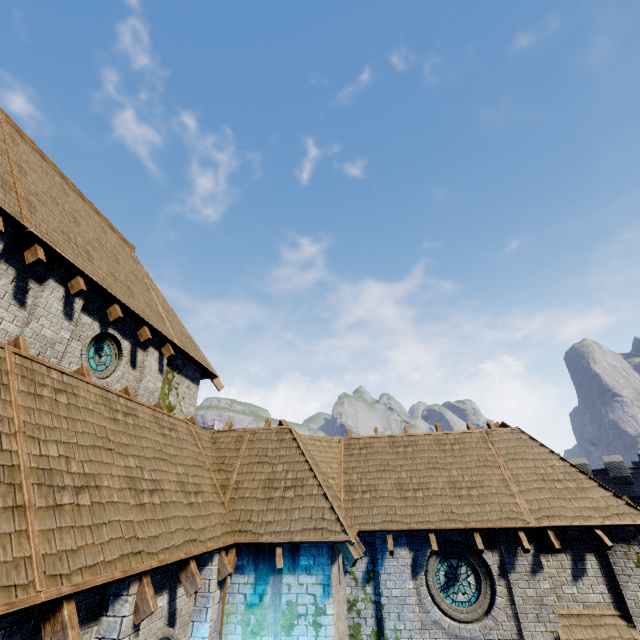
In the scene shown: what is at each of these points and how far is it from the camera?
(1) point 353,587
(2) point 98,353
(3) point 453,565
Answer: (1) building, 10.12m
(2) window glass, 9.11m
(3) window glass, 10.12m

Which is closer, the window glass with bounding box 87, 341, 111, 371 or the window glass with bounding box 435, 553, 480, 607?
the window glass with bounding box 87, 341, 111, 371

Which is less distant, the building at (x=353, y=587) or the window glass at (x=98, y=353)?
the building at (x=353, y=587)

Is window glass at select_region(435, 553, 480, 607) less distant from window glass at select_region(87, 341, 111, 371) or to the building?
the building

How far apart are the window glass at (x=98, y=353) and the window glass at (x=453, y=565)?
11.7m

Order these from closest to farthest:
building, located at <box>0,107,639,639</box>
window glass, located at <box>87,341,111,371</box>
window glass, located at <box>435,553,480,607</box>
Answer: building, located at <box>0,107,639,639</box> < window glass, located at <box>87,341,111,371</box> < window glass, located at <box>435,553,480,607</box>

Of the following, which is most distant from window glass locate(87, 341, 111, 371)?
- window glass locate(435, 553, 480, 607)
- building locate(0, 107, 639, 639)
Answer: window glass locate(435, 553, 480, 607)
